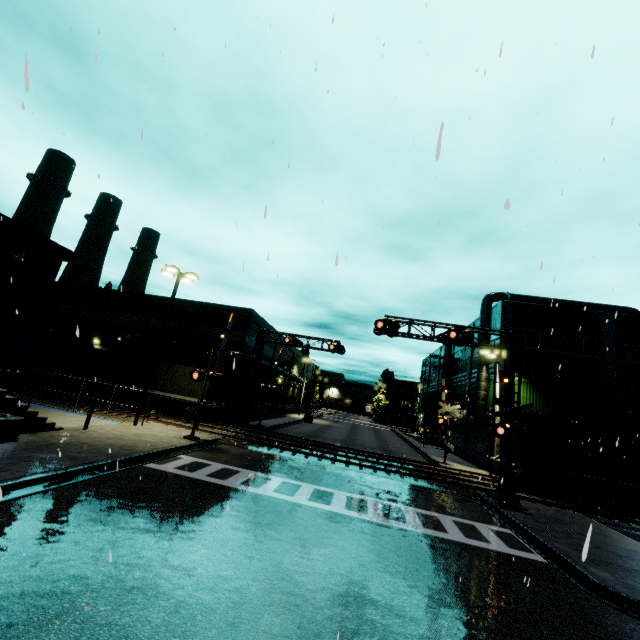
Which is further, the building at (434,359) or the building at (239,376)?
the building at (434,359)

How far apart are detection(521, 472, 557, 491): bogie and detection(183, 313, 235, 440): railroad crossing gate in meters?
20.0

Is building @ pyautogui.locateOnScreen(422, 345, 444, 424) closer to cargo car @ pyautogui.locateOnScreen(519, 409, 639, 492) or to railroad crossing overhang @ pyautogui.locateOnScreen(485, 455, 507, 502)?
cargo car @ pyautogui.locateOnScreen(519, 409, 639, 492)

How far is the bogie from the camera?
21.1 meters

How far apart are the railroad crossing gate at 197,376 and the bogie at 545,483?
19.95m

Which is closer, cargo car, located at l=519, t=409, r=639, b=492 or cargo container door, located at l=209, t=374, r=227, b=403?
cargo car, located at l=519, t=409, r=639, b=492

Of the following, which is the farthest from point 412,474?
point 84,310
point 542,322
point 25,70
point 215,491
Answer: point 84,310

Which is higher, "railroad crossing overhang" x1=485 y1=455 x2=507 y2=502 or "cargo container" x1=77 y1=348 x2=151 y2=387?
"cargo container" x1=77 y1=348 x2=151 y2=387
